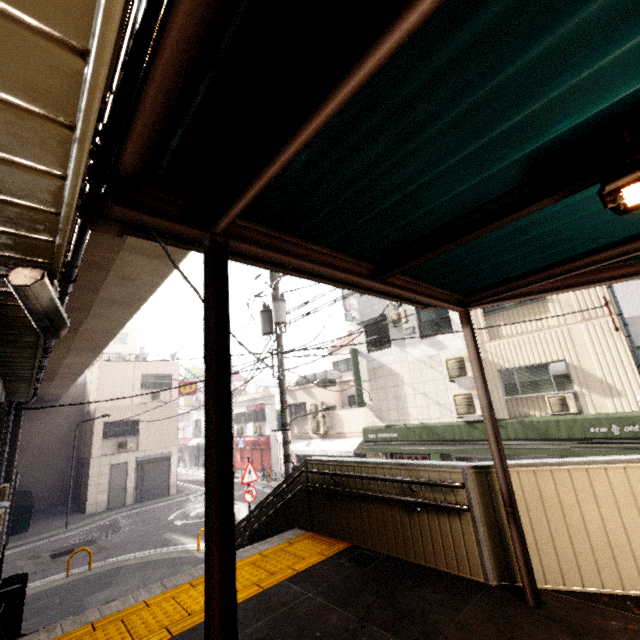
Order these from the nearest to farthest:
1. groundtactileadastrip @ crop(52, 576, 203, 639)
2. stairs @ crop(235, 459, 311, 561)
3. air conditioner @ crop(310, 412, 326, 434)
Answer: groundtactileadastrip @ crop(52, 576, 203, 639), stairs @ crop(235, 459, 311, 561), air conditioner @ crop(310, 412, 326, 434)

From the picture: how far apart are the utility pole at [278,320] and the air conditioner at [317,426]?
9.8 meters

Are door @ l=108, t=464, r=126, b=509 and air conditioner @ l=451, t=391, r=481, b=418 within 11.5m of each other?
no

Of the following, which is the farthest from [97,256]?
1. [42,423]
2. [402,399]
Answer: [42,423]

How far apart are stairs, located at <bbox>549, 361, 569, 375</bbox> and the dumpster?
24.0m

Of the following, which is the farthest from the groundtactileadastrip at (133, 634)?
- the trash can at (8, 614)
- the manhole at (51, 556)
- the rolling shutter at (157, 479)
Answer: the rolling shutter at (157, 479)

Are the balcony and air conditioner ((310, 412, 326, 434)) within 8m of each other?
yes

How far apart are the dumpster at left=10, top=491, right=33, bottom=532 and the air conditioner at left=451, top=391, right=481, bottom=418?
21.0 meters
